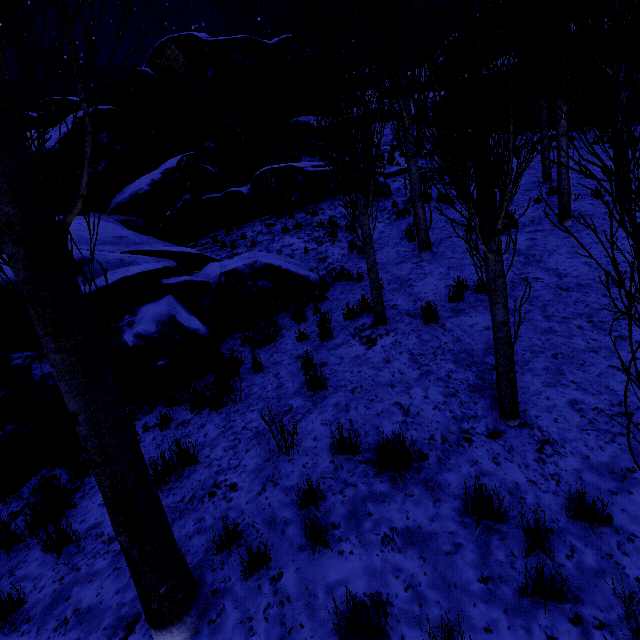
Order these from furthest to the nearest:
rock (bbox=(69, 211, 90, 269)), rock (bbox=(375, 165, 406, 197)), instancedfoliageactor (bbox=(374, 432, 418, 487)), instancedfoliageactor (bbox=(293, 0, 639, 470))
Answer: rock (bbox=(375, 165, 406, 197))
rock (bbox=(69, 211, 90, 269))
instancedfoliageactor (bbox=(374, 432, 418, 487))
instancedfoliageactor (bbox=(293, 0, 639, 470))

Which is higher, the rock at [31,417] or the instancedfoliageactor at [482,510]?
the rock at [31,417]

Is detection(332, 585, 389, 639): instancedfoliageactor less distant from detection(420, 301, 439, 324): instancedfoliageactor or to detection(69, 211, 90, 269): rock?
detection(420, 301, 439, 324): instancedfoliageactor

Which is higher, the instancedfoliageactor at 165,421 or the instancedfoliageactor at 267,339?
the instancedfoliageactor at 267,339

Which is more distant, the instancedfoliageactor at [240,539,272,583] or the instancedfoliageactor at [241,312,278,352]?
the instancedfoliageactor at [241,312,278,352]

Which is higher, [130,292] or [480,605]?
[130,292]

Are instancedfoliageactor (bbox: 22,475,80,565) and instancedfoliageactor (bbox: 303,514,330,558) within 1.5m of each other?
no
